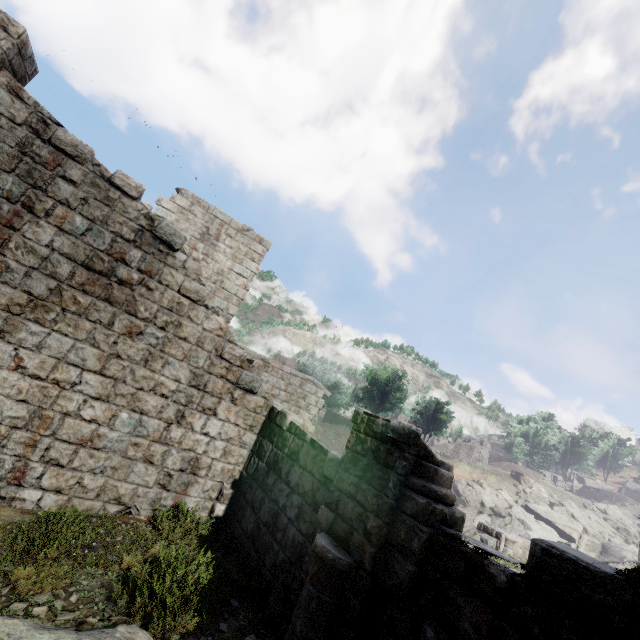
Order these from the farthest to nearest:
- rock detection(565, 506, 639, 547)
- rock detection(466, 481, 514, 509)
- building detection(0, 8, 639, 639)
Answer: rock detection(466, 481, 514, 509)
rock detection(565, 506, 639, 547)
building detection(0, 8, 639, 639)

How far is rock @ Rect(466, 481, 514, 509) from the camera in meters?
42.8

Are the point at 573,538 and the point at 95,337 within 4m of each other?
no

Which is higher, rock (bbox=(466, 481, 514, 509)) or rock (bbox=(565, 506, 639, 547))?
rock (bbox=(565, 506, 639, 547))

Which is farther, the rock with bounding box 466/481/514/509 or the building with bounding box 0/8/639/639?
the rock with bounding box 466/481/514/509

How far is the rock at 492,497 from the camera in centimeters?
4284cm

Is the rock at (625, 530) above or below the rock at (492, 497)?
above

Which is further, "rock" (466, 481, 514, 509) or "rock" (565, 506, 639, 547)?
"rock" (466, 481, 514, 509)
